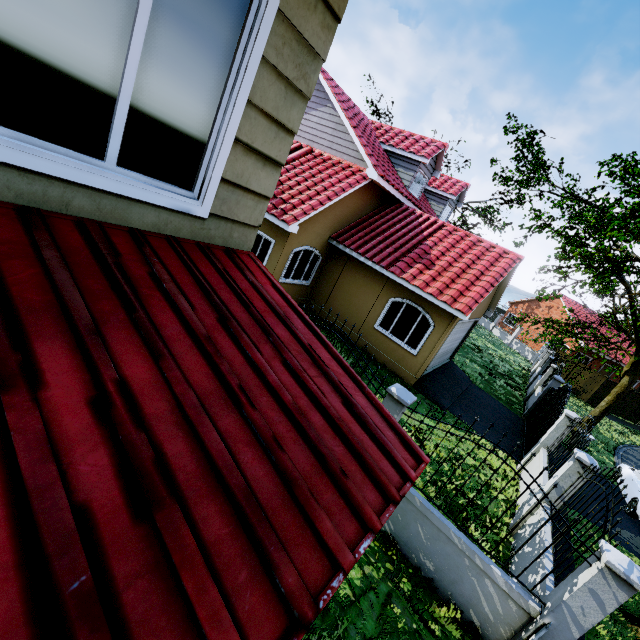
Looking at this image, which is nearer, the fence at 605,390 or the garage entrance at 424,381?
the garage entrance at 424,381

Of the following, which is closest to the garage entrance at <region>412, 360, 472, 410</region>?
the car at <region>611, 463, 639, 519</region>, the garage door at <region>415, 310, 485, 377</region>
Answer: the garage door at <region>415, 310, 485, 377</region>

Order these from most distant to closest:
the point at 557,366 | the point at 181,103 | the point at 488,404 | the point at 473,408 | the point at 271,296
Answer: the point at 557,366 < the point at 488,404 < the point at 473,408 < the point at 271,296 < the point at 181,103

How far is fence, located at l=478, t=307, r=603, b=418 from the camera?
15.6 meters

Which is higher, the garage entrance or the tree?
the tree

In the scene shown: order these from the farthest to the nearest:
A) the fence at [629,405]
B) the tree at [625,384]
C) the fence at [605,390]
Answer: the fence at [629,405], the fence at [605,390], the tree at [625,384]

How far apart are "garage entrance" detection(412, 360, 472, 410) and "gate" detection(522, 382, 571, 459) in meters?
2.7 m

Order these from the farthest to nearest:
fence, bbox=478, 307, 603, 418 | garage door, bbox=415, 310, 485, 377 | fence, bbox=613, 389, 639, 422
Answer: fence, bbox=613, 389, 639, 422
fence, bbox=478, 307, 603, 418
garage door, bbox=415, 310, 485, 377
